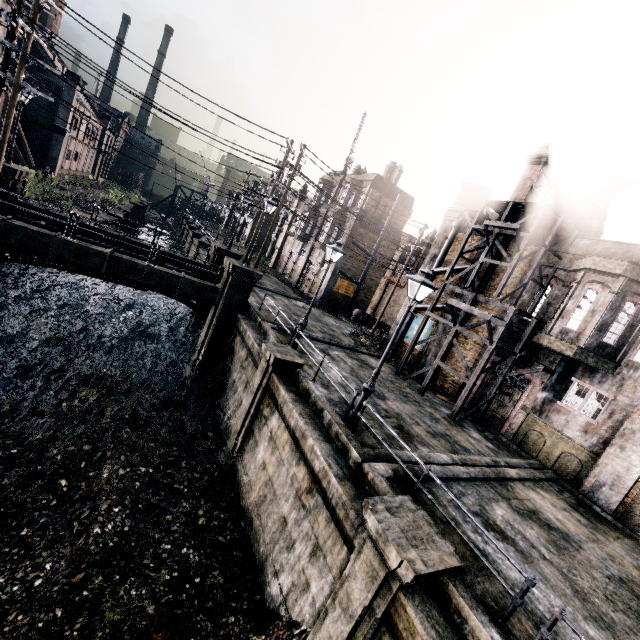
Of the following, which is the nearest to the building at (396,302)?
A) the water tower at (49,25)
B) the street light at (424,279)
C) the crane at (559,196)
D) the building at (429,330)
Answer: the building at (429,330)

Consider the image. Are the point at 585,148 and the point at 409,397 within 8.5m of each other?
no

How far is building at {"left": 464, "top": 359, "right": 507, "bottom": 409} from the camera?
19.0m

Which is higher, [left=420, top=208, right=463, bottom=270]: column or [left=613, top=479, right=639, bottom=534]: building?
[left=420, top=208, right=463, bottom=270]: column

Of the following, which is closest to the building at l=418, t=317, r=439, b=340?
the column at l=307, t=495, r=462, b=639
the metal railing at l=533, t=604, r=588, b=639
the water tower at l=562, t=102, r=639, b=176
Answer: the water tower at l=562, t=102, r=639, b=176

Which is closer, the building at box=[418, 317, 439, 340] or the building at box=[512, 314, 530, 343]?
the building at box=[512, 314, 530, 343]

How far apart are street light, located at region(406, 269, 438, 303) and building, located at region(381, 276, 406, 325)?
27.87m

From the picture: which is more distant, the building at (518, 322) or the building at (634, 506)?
the building at (518, 322)
